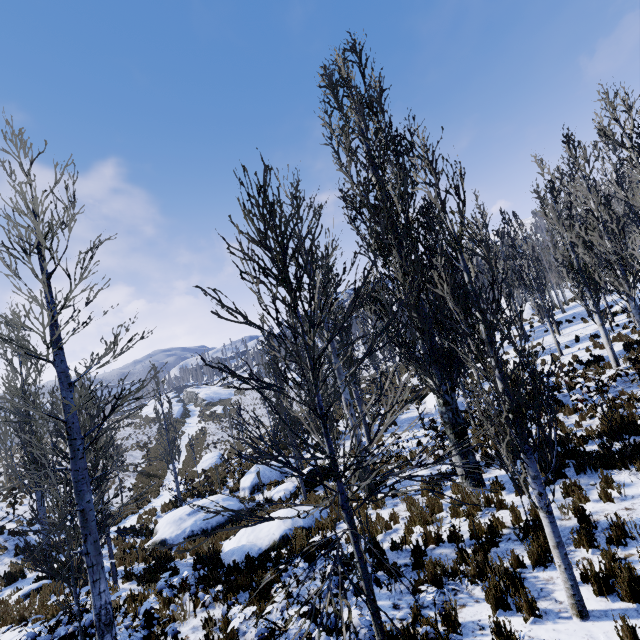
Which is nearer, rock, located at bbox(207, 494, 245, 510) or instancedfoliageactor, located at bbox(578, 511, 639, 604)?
instancedfoliageactor, located at bbox(578, 511, 639, 604)

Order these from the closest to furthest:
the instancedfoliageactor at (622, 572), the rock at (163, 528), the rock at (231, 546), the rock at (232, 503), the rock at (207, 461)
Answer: the instancedfoliageactor at (622, 572) < the rock at (231, 546) < the rock at (163, 528) < the rock at (232, 503) < the rock at (207, 461)

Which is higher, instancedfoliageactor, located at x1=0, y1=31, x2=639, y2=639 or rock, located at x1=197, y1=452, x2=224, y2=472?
instancedfoliageactor, located at x1=0, y1=31, x2=639, y2=639

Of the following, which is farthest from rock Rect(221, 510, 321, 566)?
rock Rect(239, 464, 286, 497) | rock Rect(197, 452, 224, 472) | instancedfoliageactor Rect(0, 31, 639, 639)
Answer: rock Rect(197, 452, 224, 472)

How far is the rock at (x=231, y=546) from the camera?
9.2 meters

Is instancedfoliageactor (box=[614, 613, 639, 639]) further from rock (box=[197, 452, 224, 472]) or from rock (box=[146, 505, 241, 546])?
rock (box=[146, 505, 241, 546])

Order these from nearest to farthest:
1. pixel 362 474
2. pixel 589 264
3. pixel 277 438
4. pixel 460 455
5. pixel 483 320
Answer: pixel 483 320
pixel 460 455
pixel 362 474
pixel 589 264
pixel 277 438

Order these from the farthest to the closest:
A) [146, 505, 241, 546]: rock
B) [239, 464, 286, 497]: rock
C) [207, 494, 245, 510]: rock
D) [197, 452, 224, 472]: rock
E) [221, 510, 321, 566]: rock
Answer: [197, 452, 224, 472]: rock, [239, 464, 286, 497]: rock, [207, 494, 245, 510]: rock, [146, 505, 241, 546]: rock, [221, 510, 321, 566]: rock
